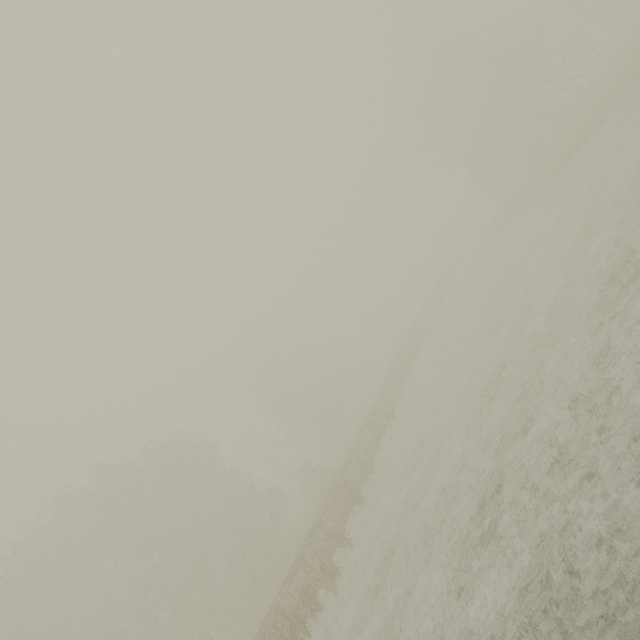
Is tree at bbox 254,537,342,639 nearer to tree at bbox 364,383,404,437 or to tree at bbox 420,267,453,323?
tree at bbox 364,383,404,437

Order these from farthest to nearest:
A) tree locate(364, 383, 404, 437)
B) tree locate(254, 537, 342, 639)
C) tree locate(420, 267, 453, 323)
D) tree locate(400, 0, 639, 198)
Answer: tree locate(420, 267, 453, 323) < tree locate(400, 0, 639, 198) < tree locate(364, 383, 404, 437) < tree locate(254, 537, 342, 639)

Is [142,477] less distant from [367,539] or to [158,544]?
[158,544]

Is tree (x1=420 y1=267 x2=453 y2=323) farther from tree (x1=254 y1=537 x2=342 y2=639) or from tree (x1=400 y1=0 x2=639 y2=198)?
tree (x1=254 y1=537 x2=342 y2=639)

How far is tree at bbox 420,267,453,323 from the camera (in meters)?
39.33

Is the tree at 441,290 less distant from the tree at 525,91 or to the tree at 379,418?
the tree at 525,91

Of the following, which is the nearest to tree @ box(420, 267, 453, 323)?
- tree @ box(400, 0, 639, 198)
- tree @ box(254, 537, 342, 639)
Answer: tree @ box(400, 0, 639, 198)

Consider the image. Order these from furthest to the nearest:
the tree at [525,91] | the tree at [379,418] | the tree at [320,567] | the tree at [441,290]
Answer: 1. the tree at [441,290]
2. the tree at [525,91]
3. the tree at [379,418]
4. the tree at [320,567]
